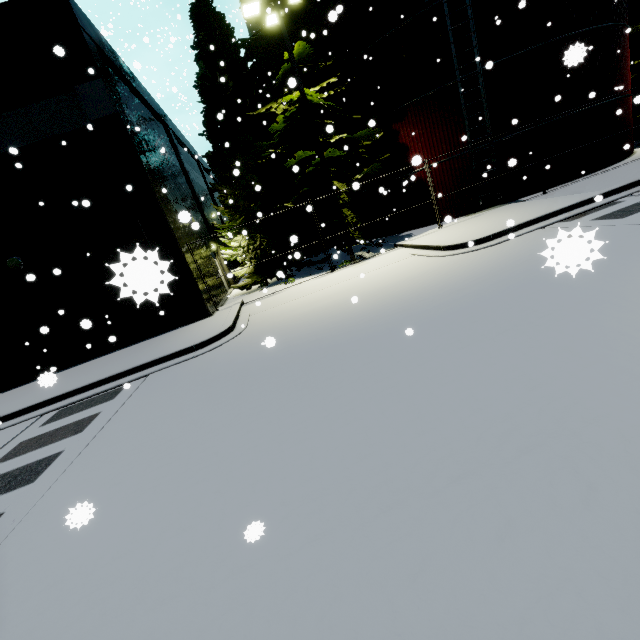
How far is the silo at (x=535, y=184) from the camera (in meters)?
15.52

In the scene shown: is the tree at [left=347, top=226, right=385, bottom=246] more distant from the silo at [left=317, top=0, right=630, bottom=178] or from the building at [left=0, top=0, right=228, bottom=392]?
the building at [left=0, top=0, right=228, bottom=392]

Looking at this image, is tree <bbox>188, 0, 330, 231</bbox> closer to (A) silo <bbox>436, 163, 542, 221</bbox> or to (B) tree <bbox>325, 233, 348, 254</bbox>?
(A) silo <bbox>436, 163, 542, 221</bbox>

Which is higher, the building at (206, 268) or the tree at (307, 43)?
the tree at (307, 43)

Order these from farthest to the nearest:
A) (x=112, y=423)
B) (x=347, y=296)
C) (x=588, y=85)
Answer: (x=588, y=85)
(x=347, y=296)
(x=112, y=423)

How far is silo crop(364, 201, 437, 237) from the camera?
17.45m

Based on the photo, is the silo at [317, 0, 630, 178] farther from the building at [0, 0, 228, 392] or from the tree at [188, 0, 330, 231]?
the tree at [188, 0, 330, 231]

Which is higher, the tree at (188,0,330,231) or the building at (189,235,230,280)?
the tree at (188,0,330,231)
